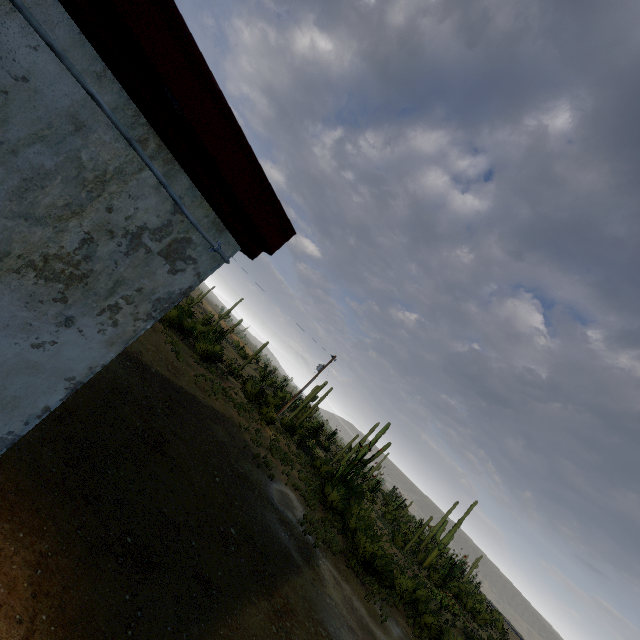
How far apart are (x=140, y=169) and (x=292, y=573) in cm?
1225
